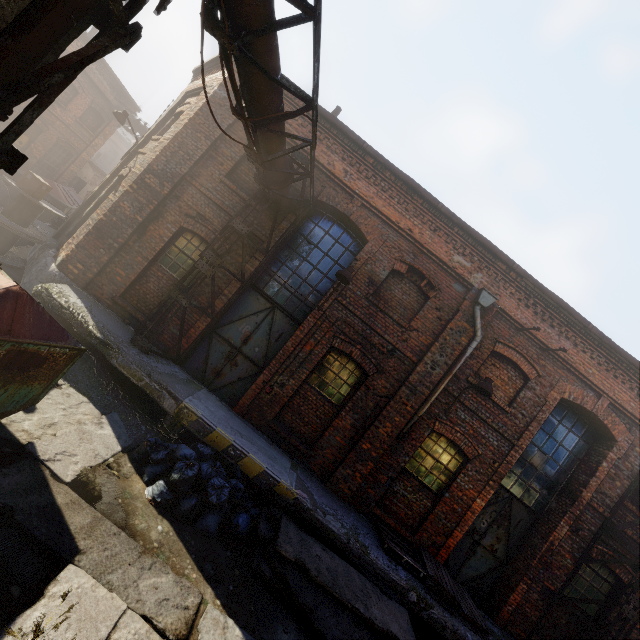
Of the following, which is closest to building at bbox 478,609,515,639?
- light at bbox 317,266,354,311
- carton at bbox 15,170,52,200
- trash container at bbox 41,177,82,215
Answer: carton at bbox 15,170,52,200

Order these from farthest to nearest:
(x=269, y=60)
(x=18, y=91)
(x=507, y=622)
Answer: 1. (x=507, y=622)
2. (x=269, y=60)
3. (x=18, y=91)

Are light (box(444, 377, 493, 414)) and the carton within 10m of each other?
no

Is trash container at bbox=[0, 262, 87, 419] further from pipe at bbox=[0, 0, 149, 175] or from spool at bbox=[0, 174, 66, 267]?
spool at bbox=[0, 174, 66, 267]

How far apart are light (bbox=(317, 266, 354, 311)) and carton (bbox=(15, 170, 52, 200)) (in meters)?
7.86

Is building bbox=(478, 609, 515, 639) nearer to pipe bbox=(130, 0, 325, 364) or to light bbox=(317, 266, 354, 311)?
pipe bbox=(130, 0, 325, 364)

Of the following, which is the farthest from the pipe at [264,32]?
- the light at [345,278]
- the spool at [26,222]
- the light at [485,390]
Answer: the light at [485,390]

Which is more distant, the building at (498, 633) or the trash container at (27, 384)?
the building at (498, 633)
